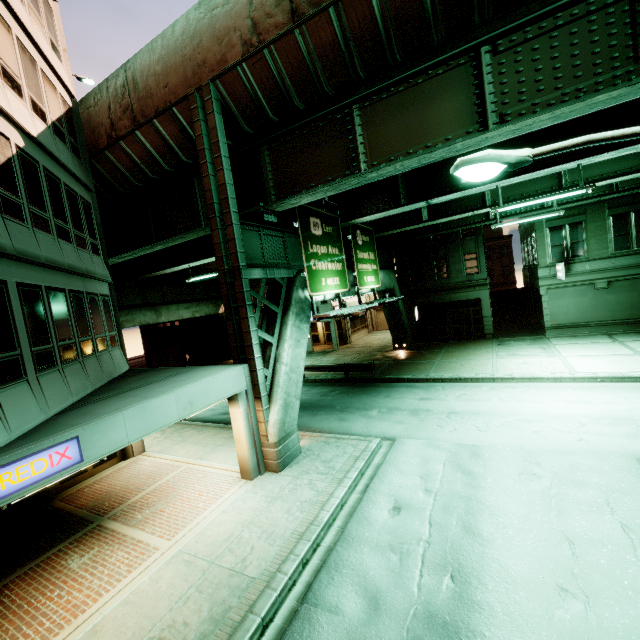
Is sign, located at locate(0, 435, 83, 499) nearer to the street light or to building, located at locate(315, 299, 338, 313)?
the street light

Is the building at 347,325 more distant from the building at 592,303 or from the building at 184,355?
the building at 184,355

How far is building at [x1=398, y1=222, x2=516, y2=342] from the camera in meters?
26.8 m

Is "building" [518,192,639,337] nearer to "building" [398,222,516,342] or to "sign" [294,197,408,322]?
"building" [398,222,516,342]

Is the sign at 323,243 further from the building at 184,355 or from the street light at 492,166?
the street light at 492,166

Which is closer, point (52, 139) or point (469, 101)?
point (469, 101)

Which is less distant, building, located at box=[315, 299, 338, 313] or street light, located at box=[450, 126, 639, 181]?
street light, located at box=[450, 126, 639, 181]
